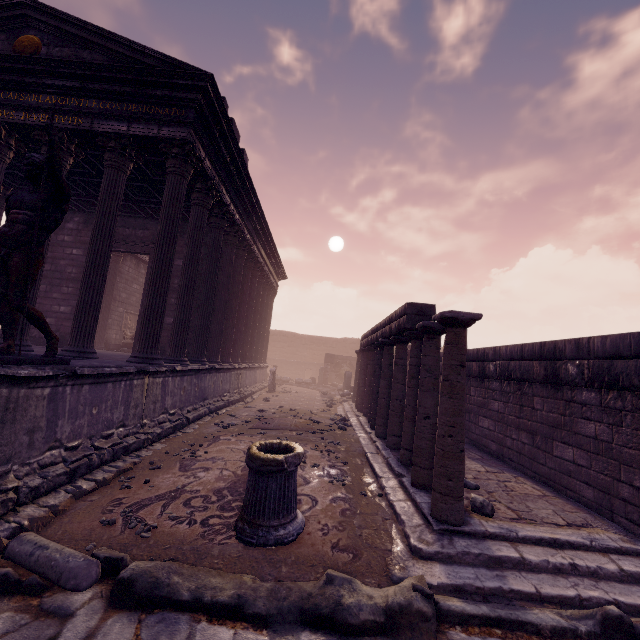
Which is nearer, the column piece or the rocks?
the column piece

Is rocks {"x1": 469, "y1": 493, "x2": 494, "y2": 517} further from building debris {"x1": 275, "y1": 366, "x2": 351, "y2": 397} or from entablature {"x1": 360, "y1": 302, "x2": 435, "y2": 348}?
building debris {"x1": 275, "y1": 366, "x2": 351, "y2": 397}

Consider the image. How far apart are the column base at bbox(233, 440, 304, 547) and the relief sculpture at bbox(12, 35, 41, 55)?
9.7m

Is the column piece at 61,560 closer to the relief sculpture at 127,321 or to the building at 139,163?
the building at 139,163

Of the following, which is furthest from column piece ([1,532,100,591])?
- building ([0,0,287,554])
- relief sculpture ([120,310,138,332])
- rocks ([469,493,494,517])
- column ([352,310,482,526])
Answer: relief sculpture ([120,310,138,332])

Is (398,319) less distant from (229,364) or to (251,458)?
(251,458)

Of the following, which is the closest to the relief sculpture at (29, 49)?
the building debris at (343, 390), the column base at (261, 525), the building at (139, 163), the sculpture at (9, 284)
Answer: the building at (139, 163)

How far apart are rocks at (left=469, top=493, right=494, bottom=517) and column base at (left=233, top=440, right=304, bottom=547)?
2.2m
